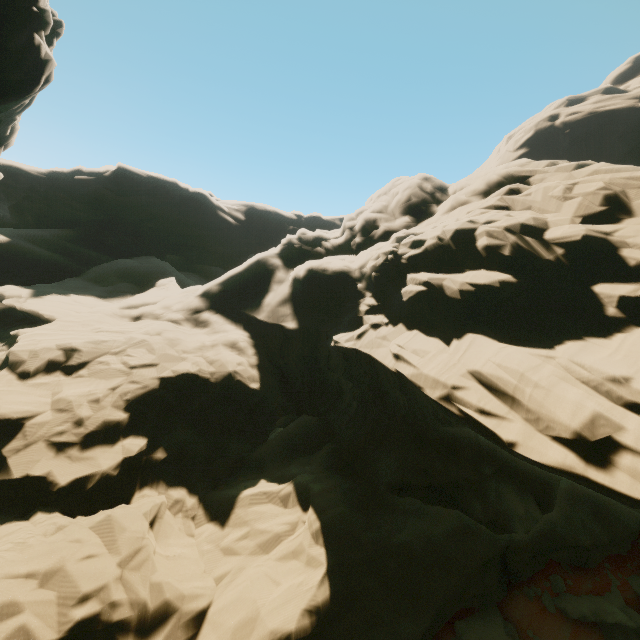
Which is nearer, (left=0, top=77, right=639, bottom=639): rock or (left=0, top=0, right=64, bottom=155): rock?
(left=0, top=77, right=639, bottom=639): rock

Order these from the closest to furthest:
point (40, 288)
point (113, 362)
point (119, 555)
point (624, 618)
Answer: point (119, 555), point (624, 618), point (113, 362), point (40, 288)

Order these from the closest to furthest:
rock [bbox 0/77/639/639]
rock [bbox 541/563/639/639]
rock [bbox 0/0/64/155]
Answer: rock [bbox 0/77/639/639] < rock [bbox 0/0/64/155] < rock [bbox 541/563/639/639]

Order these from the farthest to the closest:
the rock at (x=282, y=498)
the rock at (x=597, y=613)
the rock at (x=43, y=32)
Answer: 1. the rock at (x=597, y=613)
2. the rock at (x=43, y=32)
3. the rock at (x=282, y=498)

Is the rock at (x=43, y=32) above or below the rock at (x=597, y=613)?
above

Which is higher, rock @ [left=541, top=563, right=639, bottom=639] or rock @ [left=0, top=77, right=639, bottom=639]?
rock @ [left=0, top=77, right=639, bottom=639]
